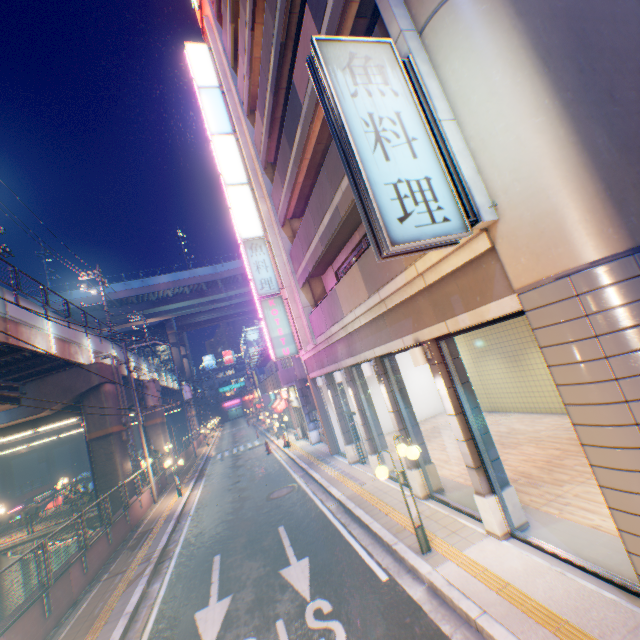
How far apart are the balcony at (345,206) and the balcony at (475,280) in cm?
286

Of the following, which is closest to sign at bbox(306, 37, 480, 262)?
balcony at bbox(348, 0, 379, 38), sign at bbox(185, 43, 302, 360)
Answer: balcony at bbox(348, 0, 379, 38)

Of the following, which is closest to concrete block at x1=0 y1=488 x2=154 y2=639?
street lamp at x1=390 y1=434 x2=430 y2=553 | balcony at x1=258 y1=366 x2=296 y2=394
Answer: street lamp at x1=390 y1=434 x2=430 y2=553

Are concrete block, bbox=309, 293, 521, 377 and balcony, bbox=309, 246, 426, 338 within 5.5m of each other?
yes

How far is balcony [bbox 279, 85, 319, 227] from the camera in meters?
9.1 m

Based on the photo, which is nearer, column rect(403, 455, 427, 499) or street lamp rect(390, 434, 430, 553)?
street lamp rect(390, 434, 430, 553)

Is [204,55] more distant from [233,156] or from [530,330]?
[530,330]

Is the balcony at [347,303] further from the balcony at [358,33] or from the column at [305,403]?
the column at [305,403]
